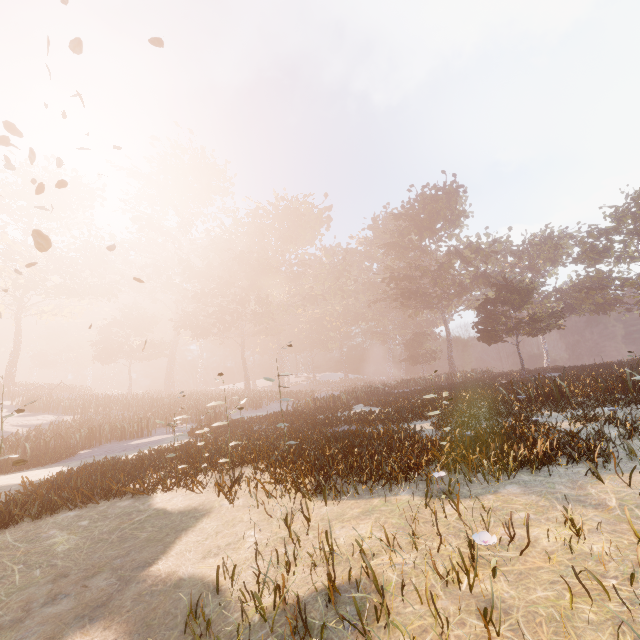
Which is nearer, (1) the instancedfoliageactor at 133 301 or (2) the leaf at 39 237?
(2) the leaf at 39 237

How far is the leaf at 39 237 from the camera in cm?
567

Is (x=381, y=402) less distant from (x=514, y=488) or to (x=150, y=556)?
(x=514, y=488)

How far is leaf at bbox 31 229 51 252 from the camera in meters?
5.7

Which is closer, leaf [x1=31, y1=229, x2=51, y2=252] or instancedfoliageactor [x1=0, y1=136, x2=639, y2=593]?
leaf [x1=31, y1=229, x2=51, y2=252]
